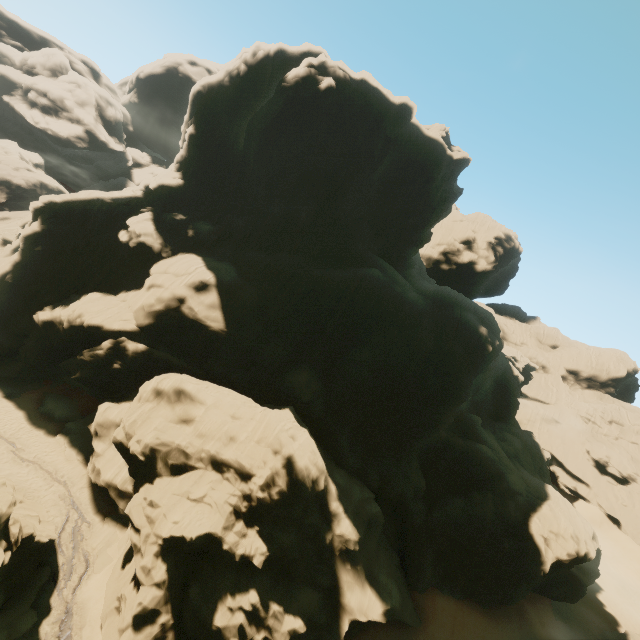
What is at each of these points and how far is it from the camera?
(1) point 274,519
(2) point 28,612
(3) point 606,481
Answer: (1) rock, 21.05m
(2) rock, 16.70m
(3) rock, 57.81m

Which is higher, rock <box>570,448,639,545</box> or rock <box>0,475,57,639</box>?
rock <box>570,448,639,545</box>

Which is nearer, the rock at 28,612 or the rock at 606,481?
the rock at 28,612

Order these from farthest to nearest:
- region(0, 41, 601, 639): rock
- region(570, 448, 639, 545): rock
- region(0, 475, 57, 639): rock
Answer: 1. region(570, 448, 639, 545): rock
2. region(0, 41, 601, 639): rock
3. region(0, 475, 57, 639): rock

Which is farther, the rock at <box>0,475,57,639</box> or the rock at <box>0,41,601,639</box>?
the rock at <box>0,41,601,639</box>

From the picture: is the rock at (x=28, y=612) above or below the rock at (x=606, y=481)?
below
